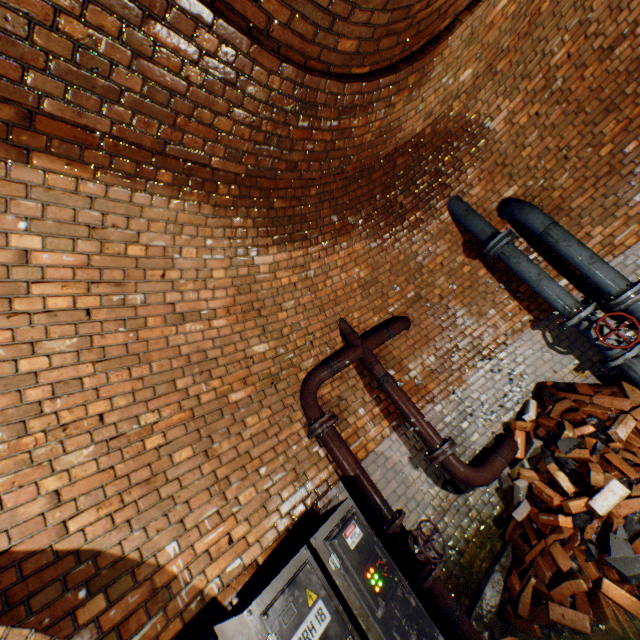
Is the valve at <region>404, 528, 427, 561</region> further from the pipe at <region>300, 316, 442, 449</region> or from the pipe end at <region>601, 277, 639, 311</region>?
the pipe end at <region>601, 277, 639, 311</region>

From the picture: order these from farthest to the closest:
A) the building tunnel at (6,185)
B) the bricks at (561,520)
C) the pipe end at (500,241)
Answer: the pipe end at (500,241) < the bricks at (561,520) < the building tunnel at (6,185)

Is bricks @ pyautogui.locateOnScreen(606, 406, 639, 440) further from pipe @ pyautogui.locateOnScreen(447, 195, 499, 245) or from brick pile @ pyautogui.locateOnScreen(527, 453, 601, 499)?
pipe @ pyautogui.locateOnScreen(447, 195, 499, 245)

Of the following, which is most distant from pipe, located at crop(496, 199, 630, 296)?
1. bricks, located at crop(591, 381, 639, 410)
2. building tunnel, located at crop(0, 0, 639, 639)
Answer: bricks, located at crop(591, 381, 639, 410)

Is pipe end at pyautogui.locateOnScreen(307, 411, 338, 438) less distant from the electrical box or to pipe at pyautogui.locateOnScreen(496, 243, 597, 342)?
the electrical box

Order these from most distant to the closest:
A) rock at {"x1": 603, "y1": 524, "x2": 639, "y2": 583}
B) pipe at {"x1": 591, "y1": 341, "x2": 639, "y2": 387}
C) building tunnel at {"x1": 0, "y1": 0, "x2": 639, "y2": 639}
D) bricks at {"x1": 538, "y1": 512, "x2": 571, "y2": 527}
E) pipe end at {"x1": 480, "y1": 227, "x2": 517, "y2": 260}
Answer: pipe end at {"x1": 480, "y1": 227, "x2": 517, "y2": 260} < pipe at {"x1": 591, "y1": 341, "x2": 639, "y2": 387} < bricks at {"x1": 538, "y1": 512, "x2": 571, "y2": 527} < rock at {"x1": 603, "y1": 524, "x2": 639, "y2": 583} < building tunnel at {"x1": 0, "y1": 0, "x2": 639, "y2": 639}

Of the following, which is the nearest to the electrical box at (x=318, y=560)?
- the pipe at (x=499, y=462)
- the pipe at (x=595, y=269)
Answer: the pipe at (x=499, y=462)

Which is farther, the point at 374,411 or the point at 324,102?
the point at 374,411
